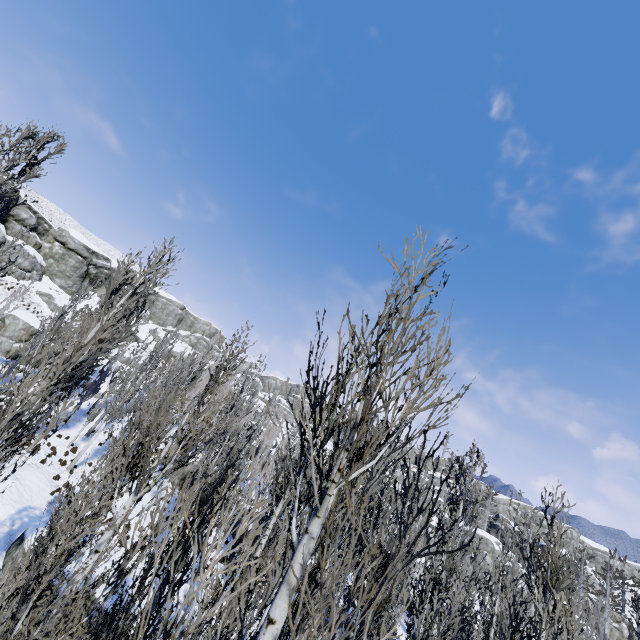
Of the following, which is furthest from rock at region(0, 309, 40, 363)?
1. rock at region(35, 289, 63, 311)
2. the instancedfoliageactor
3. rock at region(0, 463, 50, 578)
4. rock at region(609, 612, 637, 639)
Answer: rock at region(609, 612, 637, 639)

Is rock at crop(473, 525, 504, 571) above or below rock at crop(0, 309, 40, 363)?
above

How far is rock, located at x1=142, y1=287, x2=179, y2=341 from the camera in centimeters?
5514cm

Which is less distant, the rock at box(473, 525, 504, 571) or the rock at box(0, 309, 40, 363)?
the rock at box(0, 309, 40, 363)

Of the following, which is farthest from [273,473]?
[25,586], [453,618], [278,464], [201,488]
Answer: [453,618]

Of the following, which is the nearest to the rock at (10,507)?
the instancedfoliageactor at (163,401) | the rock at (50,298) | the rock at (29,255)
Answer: the instancedfoliageactor at (163,401)

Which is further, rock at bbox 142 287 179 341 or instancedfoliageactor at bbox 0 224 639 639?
rock at bbox 142 287 179 341

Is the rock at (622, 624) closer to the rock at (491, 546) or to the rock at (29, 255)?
the rock at (491, 546)
